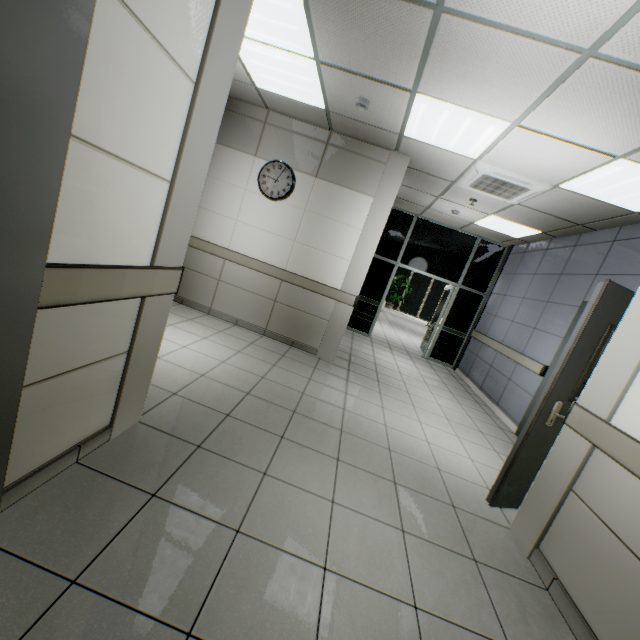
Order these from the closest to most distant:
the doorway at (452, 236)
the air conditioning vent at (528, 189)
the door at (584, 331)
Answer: the door at (584, 331) → the air conditioning vent at (528, 189) → the doorway at (452, 236)

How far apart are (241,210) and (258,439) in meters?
3.8 m

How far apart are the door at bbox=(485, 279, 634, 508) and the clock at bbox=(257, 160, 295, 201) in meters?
3.9

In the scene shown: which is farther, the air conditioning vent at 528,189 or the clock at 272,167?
the clock at 272,167

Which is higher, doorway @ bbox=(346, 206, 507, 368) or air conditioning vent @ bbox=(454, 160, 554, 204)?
air conditioning vent @ bbox=(454, 160, 554, 204)

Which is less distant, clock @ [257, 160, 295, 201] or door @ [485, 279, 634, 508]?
door @ [485, 279, 634, 508]

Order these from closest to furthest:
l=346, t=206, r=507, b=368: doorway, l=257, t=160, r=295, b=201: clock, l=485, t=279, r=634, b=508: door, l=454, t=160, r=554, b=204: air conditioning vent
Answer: l=485, t=279, r=634, b=508: door → l=454, t=160, r=554, b=204: air conditioning vent → l=257, t=160, r=295, b=201: clock → l=346, t=206, r=507, b=368: doorway

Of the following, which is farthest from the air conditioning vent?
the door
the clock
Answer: the clock
